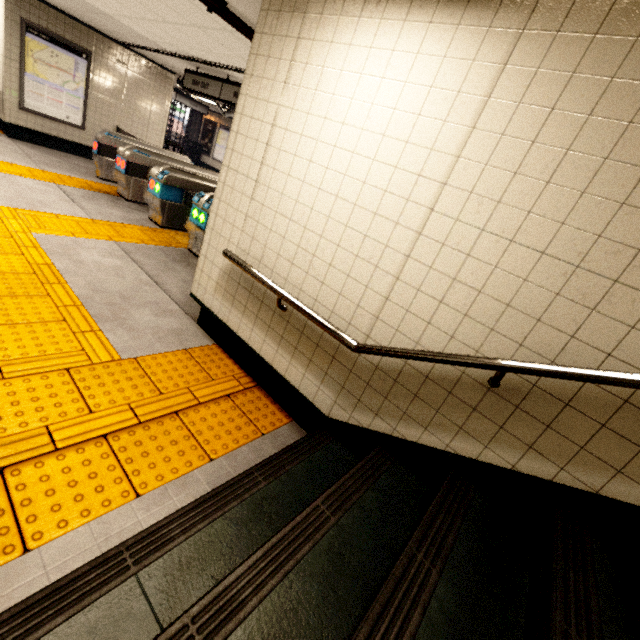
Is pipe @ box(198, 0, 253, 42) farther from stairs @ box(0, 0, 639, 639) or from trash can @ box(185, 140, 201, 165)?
trash can @ box(185, 140, 201, 165)

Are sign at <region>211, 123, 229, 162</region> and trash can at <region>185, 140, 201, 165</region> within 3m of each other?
yes

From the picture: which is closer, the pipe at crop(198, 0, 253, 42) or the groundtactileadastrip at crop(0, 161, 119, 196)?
the pipe at crop(198, 0, 253, 42)

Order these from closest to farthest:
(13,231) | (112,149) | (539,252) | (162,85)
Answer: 1. (539,252)
2. (13,231)
3. (112,149)
4. (162,85)

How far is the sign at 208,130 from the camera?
17.45m

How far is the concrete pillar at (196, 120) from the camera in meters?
18.0

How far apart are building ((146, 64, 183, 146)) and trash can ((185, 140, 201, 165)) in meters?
8.9 m

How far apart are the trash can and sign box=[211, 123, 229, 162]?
1.0 meters
